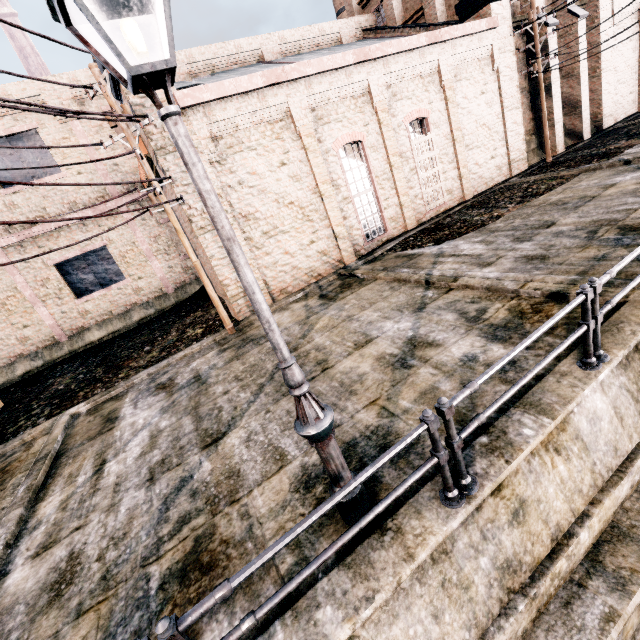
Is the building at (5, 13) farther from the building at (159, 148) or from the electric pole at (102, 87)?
the electric pole at (102, 87)

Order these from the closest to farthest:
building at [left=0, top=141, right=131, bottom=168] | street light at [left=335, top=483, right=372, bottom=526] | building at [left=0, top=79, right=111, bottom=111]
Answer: street light at [left=335, top=483, right=372, bottom=526] < building at [left=0, top=79, right=111, bottom=111] < building at [left=0, top=141, right=131, bottom=168]

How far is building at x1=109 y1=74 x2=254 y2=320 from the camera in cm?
1102

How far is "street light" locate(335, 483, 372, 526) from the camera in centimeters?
377cm

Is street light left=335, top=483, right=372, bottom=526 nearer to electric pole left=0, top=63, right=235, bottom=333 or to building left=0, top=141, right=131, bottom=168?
electric pole left=0, top=63, right=235, bottom=333

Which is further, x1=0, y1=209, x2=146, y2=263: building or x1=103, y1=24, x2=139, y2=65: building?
x1=0, y1=209, x2=146, y2=263: building

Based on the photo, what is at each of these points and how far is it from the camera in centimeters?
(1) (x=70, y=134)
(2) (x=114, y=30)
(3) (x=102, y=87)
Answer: (1) building, 1769cm
(2) building, 1001cm
(3) electric pole, 920cm

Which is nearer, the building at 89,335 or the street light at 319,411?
the street light at 319,411
